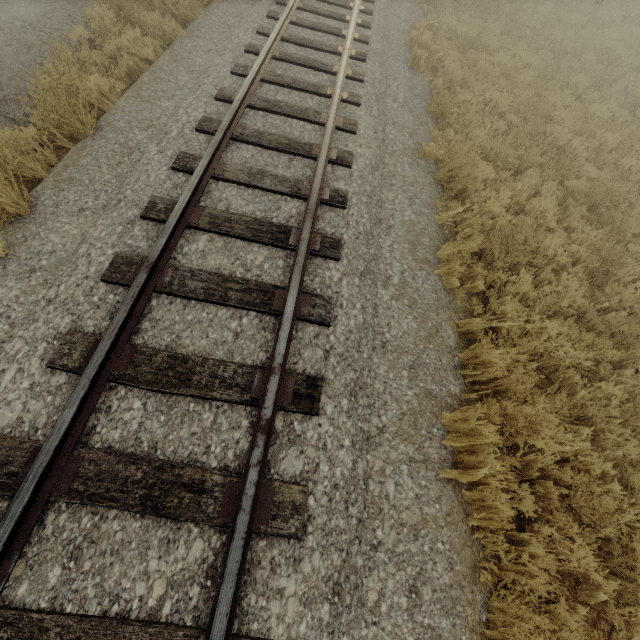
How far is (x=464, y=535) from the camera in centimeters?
302cm
